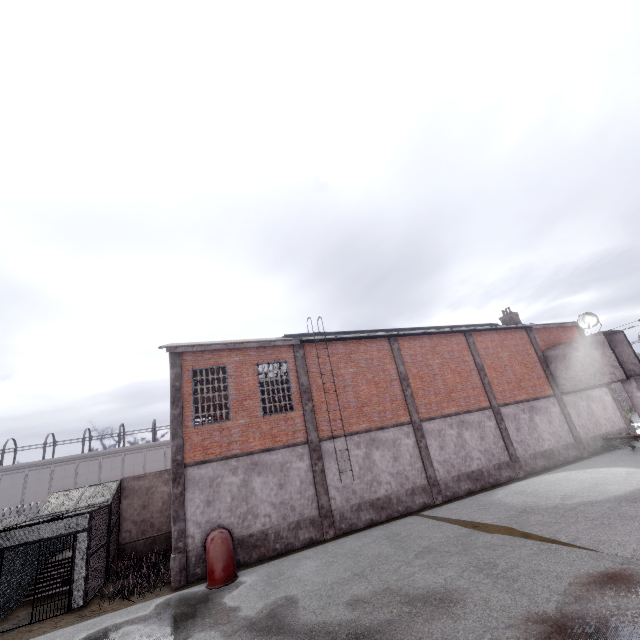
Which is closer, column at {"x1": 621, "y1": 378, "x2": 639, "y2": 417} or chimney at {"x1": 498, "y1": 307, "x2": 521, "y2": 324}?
column at {"x1": 621, "y1": 378, "x2": 639, "y2": 417}

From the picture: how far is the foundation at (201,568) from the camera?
11.8m

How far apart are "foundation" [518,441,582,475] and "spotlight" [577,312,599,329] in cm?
728

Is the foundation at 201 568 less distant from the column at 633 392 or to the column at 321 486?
the column at 321 486

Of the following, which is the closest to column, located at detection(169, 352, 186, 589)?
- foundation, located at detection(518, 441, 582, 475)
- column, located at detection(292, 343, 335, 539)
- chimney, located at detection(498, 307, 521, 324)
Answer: column, located at detection(292, 343, 335, 539)

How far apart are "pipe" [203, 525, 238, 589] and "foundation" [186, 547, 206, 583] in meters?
0.1 m

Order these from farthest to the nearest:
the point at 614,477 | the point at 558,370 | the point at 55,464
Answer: the point at 55,464, the point at 558,370, the point at 614,477

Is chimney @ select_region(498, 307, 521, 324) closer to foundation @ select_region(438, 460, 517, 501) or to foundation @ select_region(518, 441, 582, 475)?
foundation @ select_region(518, 441, 582, 475)
